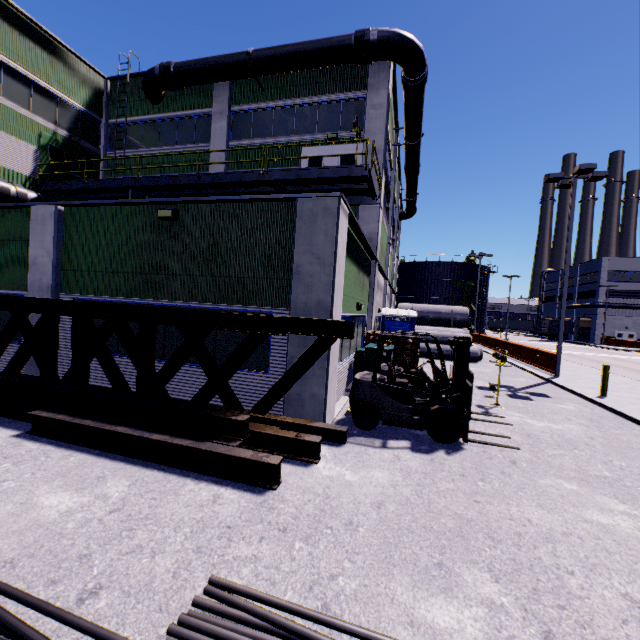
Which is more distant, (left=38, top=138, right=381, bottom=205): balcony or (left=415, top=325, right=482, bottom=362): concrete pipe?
(left=415, top=325, right=482, bottom=362): concrete pipe

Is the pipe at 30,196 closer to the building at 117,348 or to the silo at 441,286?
the building at 117,348

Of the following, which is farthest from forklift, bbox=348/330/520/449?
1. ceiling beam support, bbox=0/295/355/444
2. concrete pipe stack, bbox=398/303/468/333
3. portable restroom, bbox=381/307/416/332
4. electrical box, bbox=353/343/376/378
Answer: concrete pipe stack, bbox=398/303/468/333

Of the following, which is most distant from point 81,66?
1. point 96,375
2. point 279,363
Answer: point 279,363

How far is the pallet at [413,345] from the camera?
11.4m

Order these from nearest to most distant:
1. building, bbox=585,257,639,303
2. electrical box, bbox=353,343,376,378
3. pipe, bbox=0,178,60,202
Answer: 1. electrical box, bbox=353,343,376,378
2. pipe, bbox=0,178,60,202
3. building, bbox=585,257,639,303

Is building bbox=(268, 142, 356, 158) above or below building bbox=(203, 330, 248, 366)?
above

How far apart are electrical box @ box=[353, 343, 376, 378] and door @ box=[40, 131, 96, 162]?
17.7 meters
